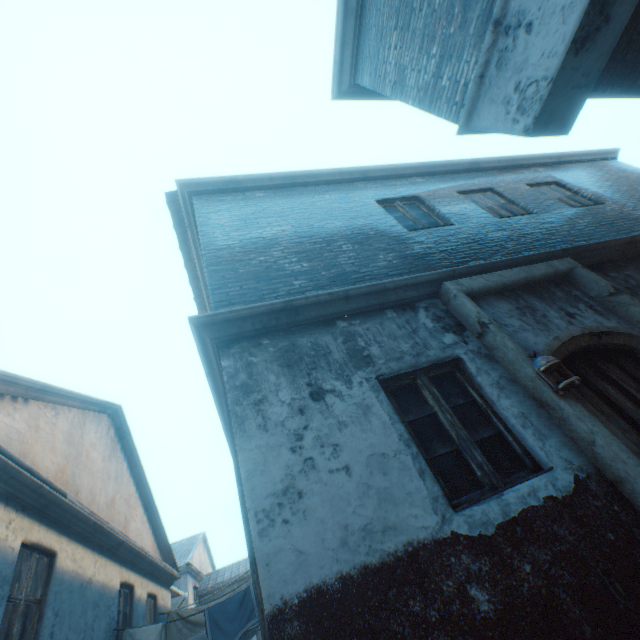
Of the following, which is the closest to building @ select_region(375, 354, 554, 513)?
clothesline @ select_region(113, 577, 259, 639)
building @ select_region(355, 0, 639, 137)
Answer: clothesline @ select_region(113, 577, 259, 639)

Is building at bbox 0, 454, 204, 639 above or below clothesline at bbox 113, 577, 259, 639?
above

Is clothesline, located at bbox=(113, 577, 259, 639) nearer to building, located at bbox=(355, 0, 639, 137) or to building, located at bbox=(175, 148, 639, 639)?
building, located at bbox=(175, 148, 639, 639)

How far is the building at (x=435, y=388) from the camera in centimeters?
271cm

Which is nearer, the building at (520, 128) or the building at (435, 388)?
the building at (520, 128)

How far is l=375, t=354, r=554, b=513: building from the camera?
2.7m

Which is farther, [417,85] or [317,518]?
[417,85]

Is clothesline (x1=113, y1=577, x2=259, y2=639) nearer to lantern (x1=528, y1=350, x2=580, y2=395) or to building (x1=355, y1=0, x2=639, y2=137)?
lantern (x1=528, y1=350, x2=580, y2=395)
